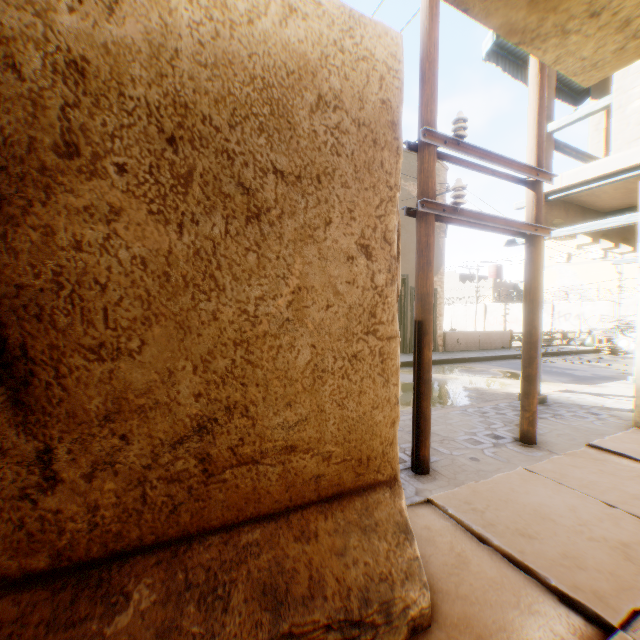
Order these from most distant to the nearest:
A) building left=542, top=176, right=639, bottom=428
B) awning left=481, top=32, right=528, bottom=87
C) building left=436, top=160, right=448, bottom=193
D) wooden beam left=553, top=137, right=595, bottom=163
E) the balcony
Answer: building left=436, top=160, right=448, bottom=193 < awning left=481, top=32, right=528, bottom=87 < wooden beam left=553, top=137, right=595, bottom=163 < building left=542, top=176, right=639, bottom=428 < the balcony

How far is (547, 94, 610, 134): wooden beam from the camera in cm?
503

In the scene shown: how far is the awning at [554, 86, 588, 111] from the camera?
8.7m

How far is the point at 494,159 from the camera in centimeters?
356cm

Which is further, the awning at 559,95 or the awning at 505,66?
the awning at 559,95

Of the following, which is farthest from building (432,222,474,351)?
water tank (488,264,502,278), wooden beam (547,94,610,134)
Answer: water tank (488,264,502,278)

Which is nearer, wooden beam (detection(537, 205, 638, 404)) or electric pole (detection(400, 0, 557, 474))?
electric pole (detection(400, 0, 557, 474))

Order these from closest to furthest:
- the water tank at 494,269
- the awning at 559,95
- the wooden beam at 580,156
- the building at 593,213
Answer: the building at 593,213, the wooden beam at 580,156, the awning at 559,95, the water tank at 494,269
